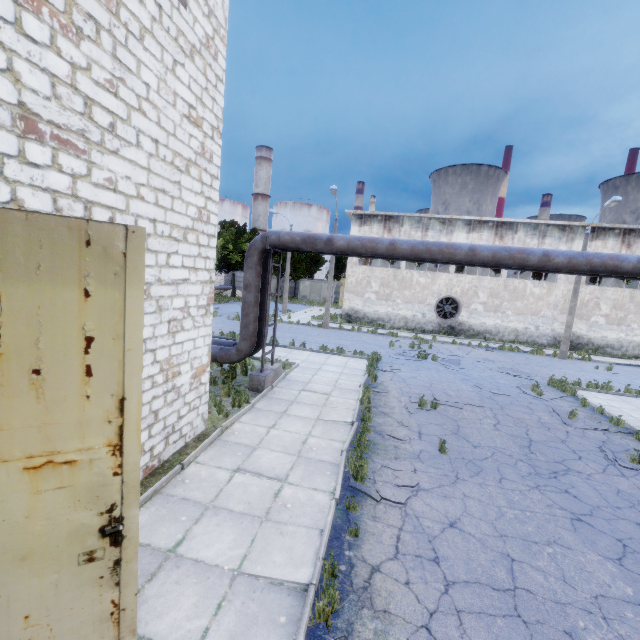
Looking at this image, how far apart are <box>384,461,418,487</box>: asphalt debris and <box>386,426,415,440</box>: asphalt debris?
0.98m

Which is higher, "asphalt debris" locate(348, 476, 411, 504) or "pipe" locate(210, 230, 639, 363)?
"pipe" locate(210, 230, 639, 363)

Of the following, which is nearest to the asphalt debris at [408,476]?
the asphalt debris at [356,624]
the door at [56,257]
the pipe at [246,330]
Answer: the asphalt debris at [356,624]

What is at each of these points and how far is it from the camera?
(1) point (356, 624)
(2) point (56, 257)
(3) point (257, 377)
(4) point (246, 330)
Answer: (1) asphalt debris, 3.8m
(2) door, 2.3m
(3) pipe holder, 10.7m
(4) pipe, 10.7m

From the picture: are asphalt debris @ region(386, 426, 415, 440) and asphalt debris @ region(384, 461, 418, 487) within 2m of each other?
yes

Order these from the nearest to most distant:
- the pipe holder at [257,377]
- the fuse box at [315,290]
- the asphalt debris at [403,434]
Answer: the asphalt debris at [403,434], the pipe holder at [257,377], the fuse box at [315,290]

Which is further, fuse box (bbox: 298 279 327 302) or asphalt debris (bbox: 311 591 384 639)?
fuse box (bbox: 298 279 327 302)
